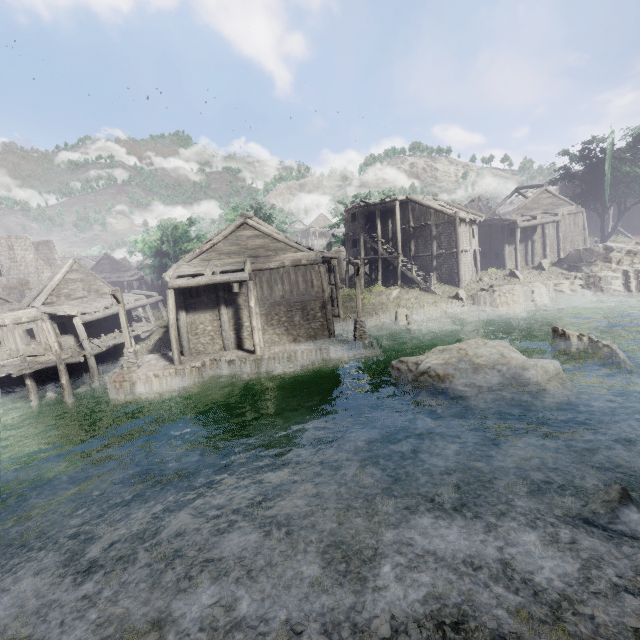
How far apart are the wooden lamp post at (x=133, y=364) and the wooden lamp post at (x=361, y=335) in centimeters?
1305cm

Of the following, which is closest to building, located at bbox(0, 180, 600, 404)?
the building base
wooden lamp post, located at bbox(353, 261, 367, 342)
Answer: the building base

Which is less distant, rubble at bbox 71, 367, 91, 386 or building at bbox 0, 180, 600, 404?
building at bbox 0, 180, 600, 404

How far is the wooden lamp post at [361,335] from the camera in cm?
1984

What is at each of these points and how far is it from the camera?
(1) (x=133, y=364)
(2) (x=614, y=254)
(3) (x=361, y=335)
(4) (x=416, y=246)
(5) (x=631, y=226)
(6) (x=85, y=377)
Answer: (1) wooden lamp post, 18.7 meters
(2) rock, 27.8 meters
(3) wooden lamp post, 20.4 meters
(4) building, 32.9 meters
(5) building, 42.9 meters
(6) rubble, 21.8 meters

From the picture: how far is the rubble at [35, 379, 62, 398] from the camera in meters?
20.4 m

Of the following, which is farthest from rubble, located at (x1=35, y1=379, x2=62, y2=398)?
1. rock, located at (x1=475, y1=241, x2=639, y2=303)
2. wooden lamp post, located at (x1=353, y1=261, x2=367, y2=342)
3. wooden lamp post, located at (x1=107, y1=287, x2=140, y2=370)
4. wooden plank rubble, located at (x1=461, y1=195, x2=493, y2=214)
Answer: wooden plank rubble, located at (x1=461, y1=195, x2=493, y2=214)

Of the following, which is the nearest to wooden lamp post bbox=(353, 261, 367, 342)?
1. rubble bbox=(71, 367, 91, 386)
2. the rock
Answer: the rock
